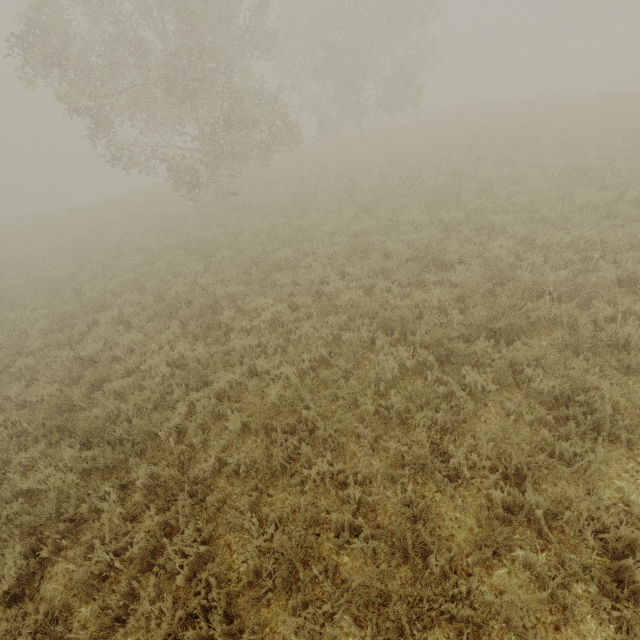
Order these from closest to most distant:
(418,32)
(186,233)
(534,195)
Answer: (534,195) < (186,233) < (418,32)
